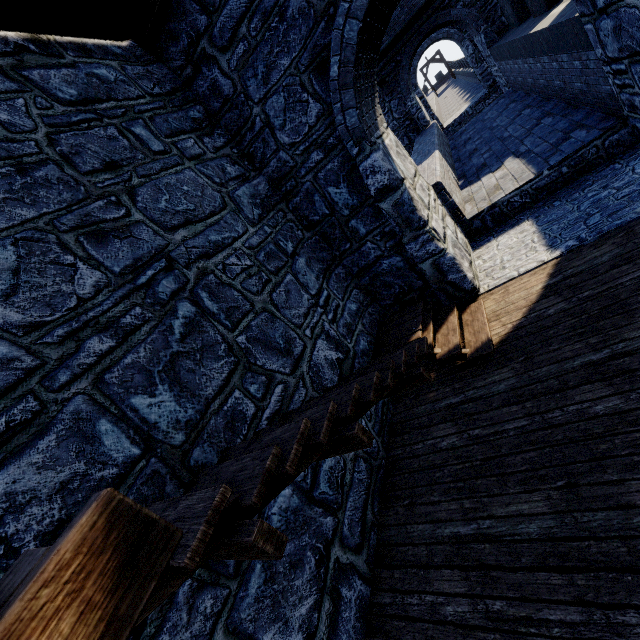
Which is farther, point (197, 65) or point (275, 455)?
point (197, 65)
